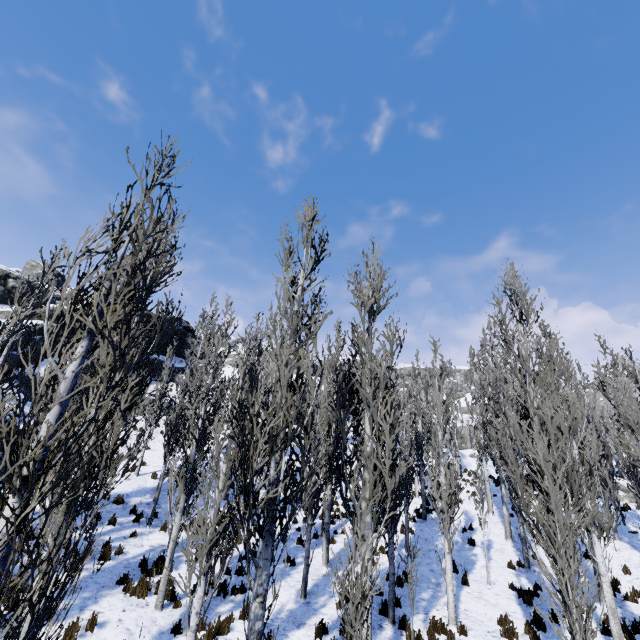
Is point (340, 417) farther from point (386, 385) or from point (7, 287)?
point (7, 287)

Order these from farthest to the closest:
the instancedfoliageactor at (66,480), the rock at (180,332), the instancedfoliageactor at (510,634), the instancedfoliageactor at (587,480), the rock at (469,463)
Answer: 1. the rock at (180,332)
2. the rock at (469,463)
3. the instancedfoliageactor at (510,634)
4. the instancedfoliageactor at (587,480)
5. the instancedfoliageactor at (66,480)

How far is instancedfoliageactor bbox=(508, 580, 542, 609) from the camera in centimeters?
1102cm

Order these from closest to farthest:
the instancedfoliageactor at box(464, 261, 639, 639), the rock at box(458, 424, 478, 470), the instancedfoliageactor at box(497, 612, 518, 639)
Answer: the instancedfoliageactor at box(464, 261, 639, 639), the instancedfoliageactor at box(497, 612, 518, 639), the rock at box(458, 424, 478, 470)

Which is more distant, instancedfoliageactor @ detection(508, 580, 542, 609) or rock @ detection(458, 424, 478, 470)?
rock @ detection(458, 424, 478, 470)

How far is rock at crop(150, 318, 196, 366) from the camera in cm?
3637

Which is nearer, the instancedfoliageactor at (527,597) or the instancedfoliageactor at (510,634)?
the instancedfoliageactor at (510,634)
